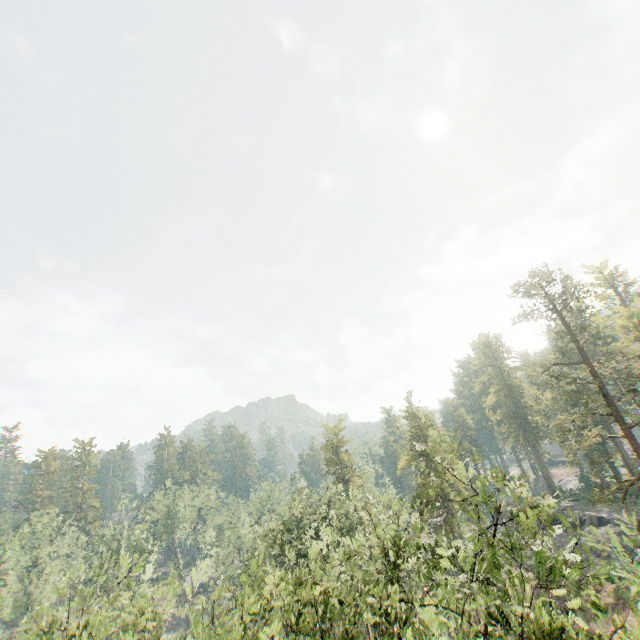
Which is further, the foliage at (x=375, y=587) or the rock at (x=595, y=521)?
the rock at (x=595, y=521)

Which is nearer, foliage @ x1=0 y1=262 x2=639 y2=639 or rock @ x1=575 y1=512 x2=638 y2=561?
foliage @ x1=0 y1=262 x2=639 y2=639

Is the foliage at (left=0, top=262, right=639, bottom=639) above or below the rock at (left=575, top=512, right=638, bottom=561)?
above

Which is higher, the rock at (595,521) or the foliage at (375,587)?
the foliage at (375,587)

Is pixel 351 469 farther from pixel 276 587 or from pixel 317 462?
pixel 276 587
